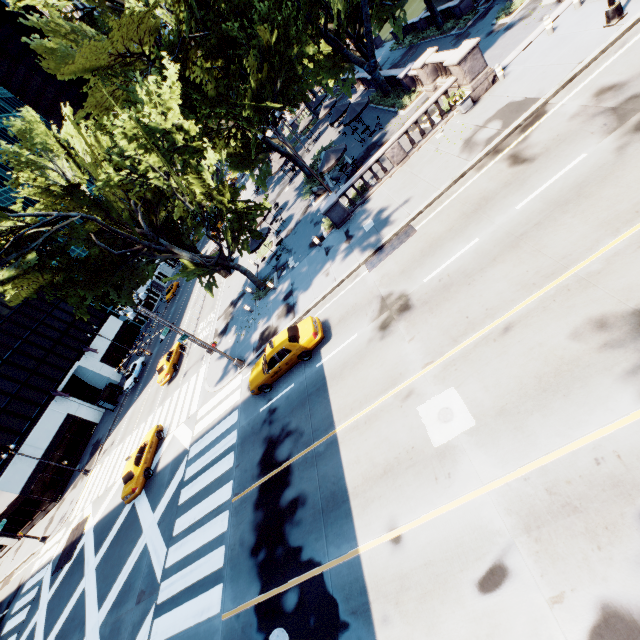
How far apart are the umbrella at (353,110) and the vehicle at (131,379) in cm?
3665

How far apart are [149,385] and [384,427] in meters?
32.8 m

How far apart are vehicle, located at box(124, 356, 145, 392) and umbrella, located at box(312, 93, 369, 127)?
36.7 meters

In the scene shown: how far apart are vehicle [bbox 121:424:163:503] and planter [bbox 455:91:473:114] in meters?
28.6 m

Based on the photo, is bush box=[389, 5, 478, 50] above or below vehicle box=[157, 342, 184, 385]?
below

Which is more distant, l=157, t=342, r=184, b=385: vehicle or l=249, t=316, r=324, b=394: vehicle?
l=157, t=342, r=184, b=385: vehicle

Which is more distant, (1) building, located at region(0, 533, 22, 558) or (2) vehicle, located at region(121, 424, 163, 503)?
(1) building, located at region(0, 533, 22, 558)

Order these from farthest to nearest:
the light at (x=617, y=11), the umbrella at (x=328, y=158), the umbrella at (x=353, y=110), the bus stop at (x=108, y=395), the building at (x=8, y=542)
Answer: the bus stop at (x=108, y=395), the building at (x=8, y=542), the umbrella at (x=353, y=110), the umbrella at (x=328, y=158), the light at (x=617, y=11)
